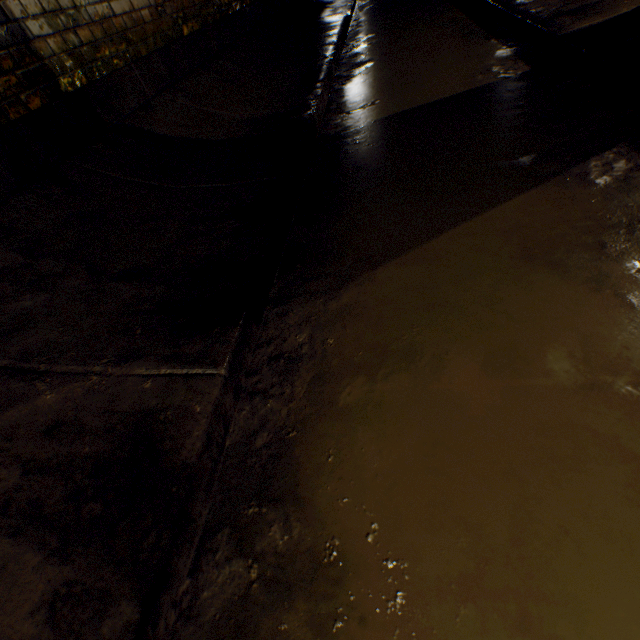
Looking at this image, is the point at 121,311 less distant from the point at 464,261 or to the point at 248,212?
the point at 248,212
